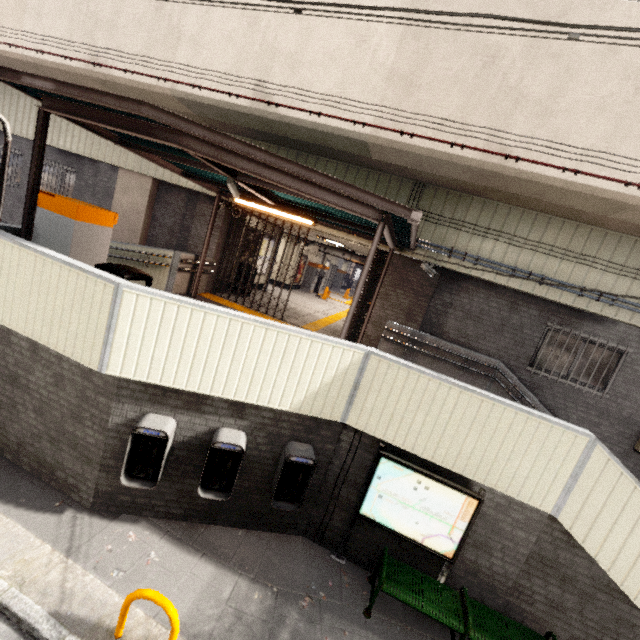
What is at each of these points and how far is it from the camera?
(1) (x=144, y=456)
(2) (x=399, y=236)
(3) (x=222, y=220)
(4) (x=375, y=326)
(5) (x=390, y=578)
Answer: (1) payphone, 4.2m
(2) exterior awning, 6.7m
(3) concrete pillar, 10.0m
(4) concrete pillar, 9.0m
(5) bench, 4.5m

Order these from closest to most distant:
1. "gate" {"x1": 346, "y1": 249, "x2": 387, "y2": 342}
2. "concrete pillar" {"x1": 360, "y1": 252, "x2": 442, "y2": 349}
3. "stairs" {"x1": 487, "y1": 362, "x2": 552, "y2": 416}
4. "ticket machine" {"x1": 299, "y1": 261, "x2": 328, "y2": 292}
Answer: "stairs" {"x1": 487, "y1": 362, "x2": 552, "y2": 416} < "concrete pillar" {"x1": 360, "y1": 252, "x2": 442, "y2": 349} < "gate" {"x1": 346, "y1": 249, "x2": 387, "y2": 342} < "ticket machine" {"x1": 299, "y1": 261, "x2": 328, "y2": 292}

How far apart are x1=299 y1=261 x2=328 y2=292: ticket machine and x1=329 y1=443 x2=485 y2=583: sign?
15.6 meters

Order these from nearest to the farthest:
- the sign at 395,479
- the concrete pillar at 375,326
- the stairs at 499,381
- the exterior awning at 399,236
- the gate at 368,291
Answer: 1. the exterior awning at 399,236
2. the sign at 395,479
3. the stairs at 499,381
4. the concrete pillar at 375,326
5. the gate at 368,291

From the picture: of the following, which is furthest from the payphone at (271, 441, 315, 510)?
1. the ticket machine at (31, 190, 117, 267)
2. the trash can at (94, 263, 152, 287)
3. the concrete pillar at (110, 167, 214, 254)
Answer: the concrete pillar at (110, 167, 214, 254)

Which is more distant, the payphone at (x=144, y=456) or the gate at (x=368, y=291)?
the gate at (x=368, y=291)

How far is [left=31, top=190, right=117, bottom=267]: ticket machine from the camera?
4.7 meters

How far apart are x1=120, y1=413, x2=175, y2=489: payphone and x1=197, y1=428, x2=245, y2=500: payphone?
0.51m
